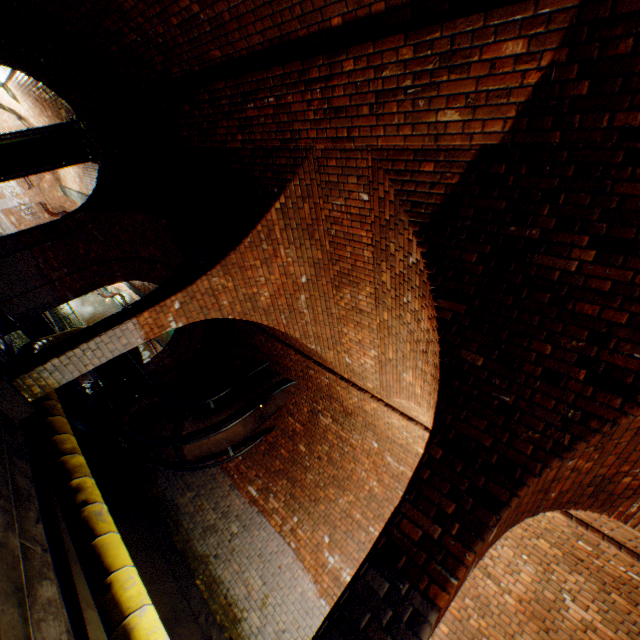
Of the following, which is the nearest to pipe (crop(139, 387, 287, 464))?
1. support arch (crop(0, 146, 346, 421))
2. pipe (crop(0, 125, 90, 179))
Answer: support arch (crop(0, 146, 346, 421))

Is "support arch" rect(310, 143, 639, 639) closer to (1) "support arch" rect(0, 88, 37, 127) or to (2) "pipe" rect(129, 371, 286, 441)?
(2) "pipe" rect(129, 371, 286, 441)

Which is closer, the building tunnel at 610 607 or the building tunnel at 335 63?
the building tunnel at 335 63

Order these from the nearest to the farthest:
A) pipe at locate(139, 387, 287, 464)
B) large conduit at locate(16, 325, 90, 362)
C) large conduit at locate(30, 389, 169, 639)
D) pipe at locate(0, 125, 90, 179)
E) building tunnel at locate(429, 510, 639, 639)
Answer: large conduit at locate(30, 389, 169, 639)
building tunnel at locate(429, 510, 639, 639)
large conduit at locate(16, 325, 90, 362)
pipe at locate(139, 387, 287, 464)
pipe at locate(0, 125, 90, 179)

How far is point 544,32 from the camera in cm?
202

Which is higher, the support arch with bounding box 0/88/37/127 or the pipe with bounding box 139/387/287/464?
the support arch with bounding box 0/88/37/127

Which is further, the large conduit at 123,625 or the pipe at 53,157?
the pipe at 53,157

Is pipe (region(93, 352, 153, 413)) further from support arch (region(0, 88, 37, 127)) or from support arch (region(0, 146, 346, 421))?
support arch (region(0, 88, 37, 127))
